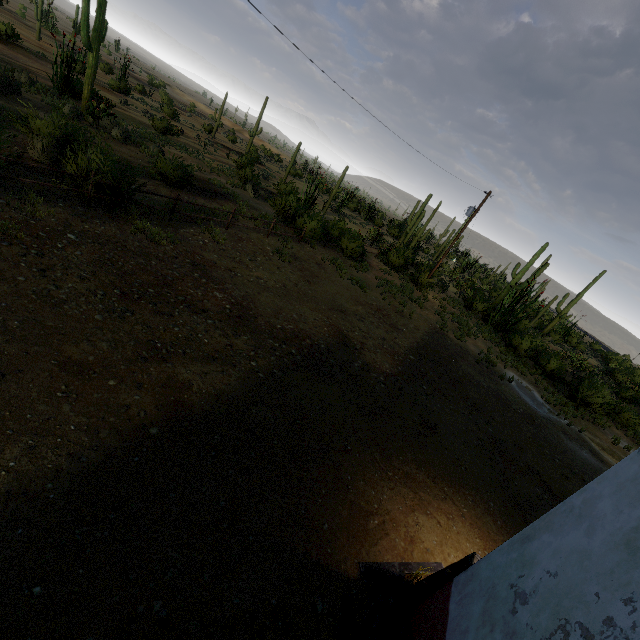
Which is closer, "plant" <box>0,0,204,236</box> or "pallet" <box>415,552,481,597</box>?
"pallet" <box>415,552,481,597</box>

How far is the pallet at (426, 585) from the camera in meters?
3.7

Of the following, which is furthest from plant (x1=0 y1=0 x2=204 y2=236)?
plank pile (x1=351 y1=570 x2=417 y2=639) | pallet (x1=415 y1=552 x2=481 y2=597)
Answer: pallet (x1=415 y1=552 x2=481 y2=597)

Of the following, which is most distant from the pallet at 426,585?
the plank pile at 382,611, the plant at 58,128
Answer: the plant at 58,128

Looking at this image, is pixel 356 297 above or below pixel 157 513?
below

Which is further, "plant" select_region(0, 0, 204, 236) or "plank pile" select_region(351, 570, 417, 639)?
"plant" select_region(0, 0, 204, 236)

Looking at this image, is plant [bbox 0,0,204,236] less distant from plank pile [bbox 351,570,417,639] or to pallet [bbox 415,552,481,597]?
plank pile [bbox 351,570,417,639]

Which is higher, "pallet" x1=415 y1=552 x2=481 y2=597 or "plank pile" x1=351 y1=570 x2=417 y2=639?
"pallet" x1=415 y1=552 x2=481 y2=597
